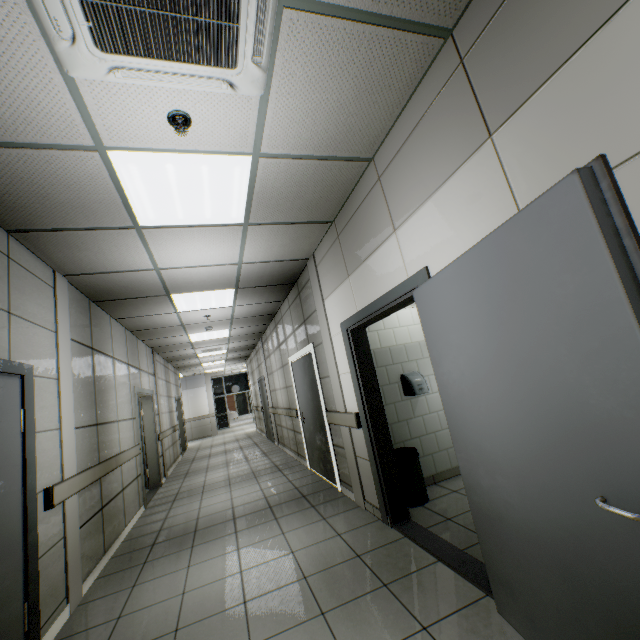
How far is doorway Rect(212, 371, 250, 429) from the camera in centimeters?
2017cm

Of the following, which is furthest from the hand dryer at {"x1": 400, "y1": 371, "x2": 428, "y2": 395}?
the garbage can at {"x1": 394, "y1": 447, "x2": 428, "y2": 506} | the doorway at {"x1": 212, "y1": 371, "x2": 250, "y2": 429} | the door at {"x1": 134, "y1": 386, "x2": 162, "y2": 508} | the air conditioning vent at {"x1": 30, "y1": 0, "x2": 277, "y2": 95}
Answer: the doorway at {"x1": 212, "y1": 371, "x2": 250, "y2": 429}

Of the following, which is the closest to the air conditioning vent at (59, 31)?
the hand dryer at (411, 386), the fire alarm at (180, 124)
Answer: the fire alarm at (180, 124)

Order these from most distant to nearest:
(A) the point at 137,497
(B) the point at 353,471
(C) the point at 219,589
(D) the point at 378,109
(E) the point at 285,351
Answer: (E) the point at 285,351, (A) the point at 137,497, (B) the point at 353,471, (C) the point at 219,589, (D) the point at 378,109

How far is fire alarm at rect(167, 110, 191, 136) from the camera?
1.9 meters

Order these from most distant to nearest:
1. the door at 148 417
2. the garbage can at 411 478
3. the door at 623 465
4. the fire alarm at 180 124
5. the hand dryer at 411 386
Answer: the door at 148 417 < the hand dryer at 411 386 < the garbage can at 411 478 < the fire alarm at 180 124 < the door at 623 465

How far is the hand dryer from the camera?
4.2 meters

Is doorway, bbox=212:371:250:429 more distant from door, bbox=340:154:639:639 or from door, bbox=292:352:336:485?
door, bbox=340:154:639:639
